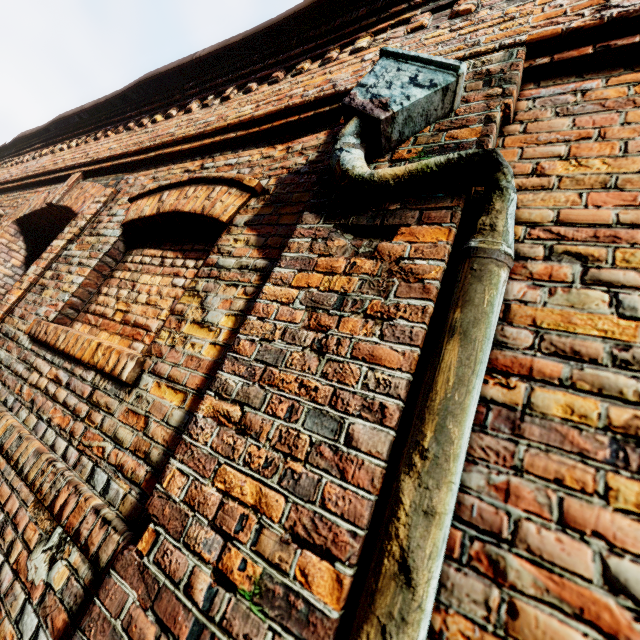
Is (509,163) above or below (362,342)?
above
